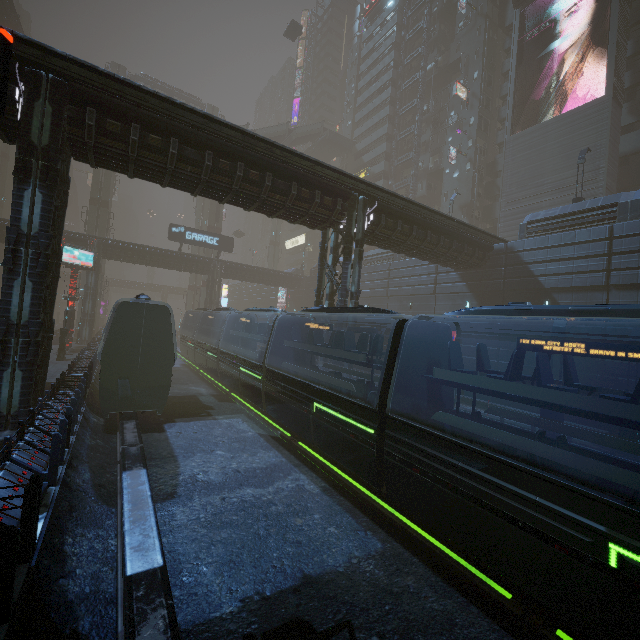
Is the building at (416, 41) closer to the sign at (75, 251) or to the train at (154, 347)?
the train at (154, 347)

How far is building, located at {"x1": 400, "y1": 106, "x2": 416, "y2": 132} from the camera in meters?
50.2

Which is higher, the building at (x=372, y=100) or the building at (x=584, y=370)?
the building at (x=372, y=100)

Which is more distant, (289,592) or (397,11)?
(397,11)

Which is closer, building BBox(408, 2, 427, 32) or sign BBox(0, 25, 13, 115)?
sign BBox(0, 25, 13, 115)

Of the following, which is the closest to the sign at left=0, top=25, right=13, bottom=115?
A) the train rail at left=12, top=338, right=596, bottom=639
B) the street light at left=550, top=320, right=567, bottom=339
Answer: the train rail at left=12, top=338, right=596, bottom=639

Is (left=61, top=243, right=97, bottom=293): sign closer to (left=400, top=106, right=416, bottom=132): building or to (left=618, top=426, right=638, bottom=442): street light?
(left=400, top=106, right=416, bottom=132): building

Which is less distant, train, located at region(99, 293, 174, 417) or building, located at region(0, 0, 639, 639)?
building, located at region(0, 0, 639, 639)
